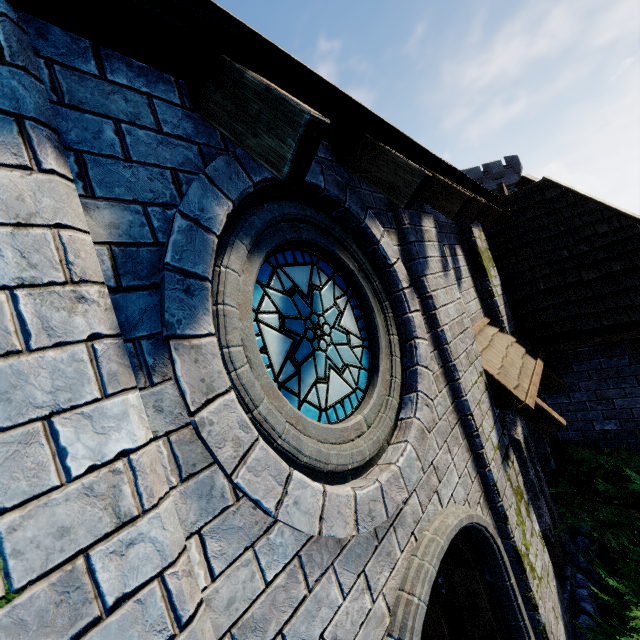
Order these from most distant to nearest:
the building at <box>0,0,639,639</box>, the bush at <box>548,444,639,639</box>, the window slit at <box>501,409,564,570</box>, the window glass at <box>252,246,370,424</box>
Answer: the window slit at <box>501,409,564,570</box>, the bush at <box>548,444,639,639</box>, the window glass at <box>252,246,370,424</box>, the building at <box>0,0,639,639</box>

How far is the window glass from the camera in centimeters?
203cm

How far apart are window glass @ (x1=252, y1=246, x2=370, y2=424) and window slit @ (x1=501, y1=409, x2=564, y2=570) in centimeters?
304cm

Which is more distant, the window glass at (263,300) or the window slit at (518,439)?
the window slit at (518,439)

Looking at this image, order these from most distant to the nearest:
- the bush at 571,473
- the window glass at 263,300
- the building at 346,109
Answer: the bush at 571,473, the window glass at 263,300, the building at 346,109

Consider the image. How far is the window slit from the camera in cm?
455

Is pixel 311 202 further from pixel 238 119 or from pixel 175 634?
pixel 175 634

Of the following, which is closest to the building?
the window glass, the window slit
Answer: the window slit
